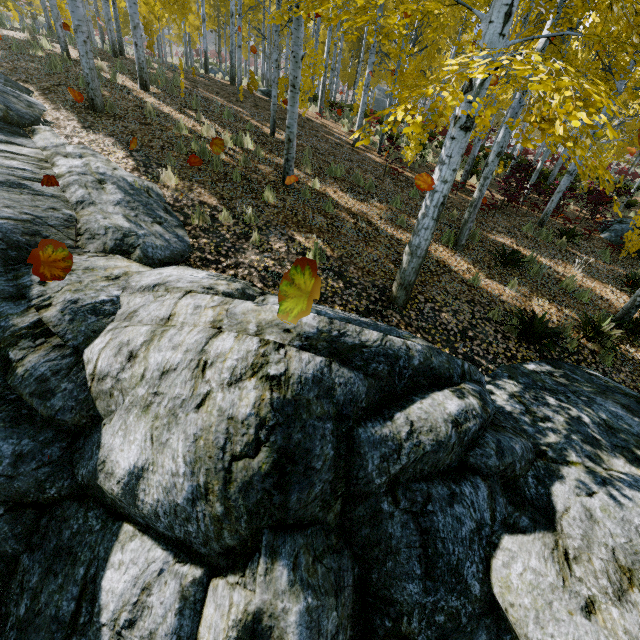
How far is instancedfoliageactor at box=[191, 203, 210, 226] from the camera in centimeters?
573cm

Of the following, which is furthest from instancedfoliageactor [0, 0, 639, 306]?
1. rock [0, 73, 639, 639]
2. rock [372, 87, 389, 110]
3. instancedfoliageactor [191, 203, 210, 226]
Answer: instancedfoliageactor [191, 203, 210, 226]

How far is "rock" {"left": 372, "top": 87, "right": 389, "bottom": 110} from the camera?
43.5m

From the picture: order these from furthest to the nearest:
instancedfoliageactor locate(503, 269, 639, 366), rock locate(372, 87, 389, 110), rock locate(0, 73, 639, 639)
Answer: rock locate(372, 87, 389, 110)
instancedfoliageactor locate(503, 269, 639, 366)
rock locate(0, 73, 639, 639)

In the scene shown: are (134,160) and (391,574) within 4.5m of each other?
no

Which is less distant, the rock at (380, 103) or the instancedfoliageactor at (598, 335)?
the instancedfoliageactor at (598, 335)

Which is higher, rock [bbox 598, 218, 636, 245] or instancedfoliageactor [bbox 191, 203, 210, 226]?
instancedfoliageactor [bbox 191, 203, 210, 226]

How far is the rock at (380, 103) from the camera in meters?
43.5
